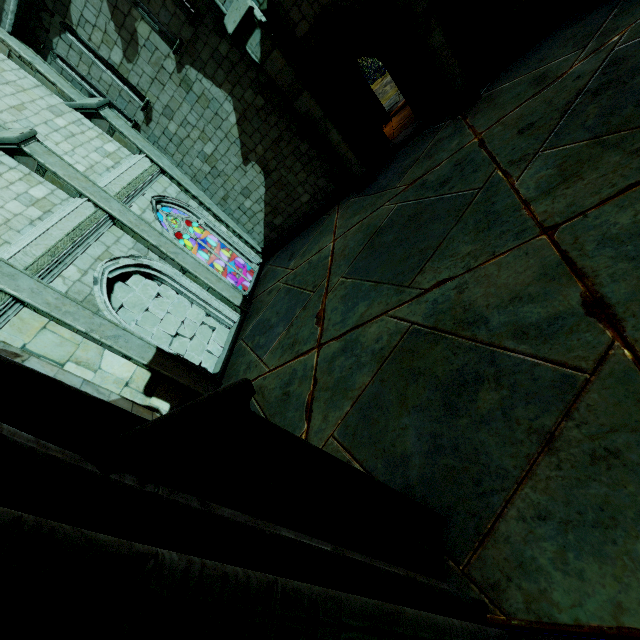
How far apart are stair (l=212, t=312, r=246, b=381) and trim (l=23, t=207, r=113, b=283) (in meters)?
4.46

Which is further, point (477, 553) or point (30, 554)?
point (477, 553)

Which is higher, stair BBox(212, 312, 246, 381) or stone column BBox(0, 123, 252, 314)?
stone column BBox(0, 123, 252, 314)

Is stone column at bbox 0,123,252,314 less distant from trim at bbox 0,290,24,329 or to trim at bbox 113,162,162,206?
trim at bbox 113,162,162,206

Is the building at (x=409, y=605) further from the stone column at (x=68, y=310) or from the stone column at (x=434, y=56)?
the stone column at (x=434, y=56)

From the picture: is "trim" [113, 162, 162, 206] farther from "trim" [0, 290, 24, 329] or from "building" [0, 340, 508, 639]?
"building" [0, 340, 508, 639]

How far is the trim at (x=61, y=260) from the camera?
7.1m

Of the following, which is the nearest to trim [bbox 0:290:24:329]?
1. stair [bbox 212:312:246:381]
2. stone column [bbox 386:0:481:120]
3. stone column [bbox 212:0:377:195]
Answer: stair [bbox 212:312:246:381]
